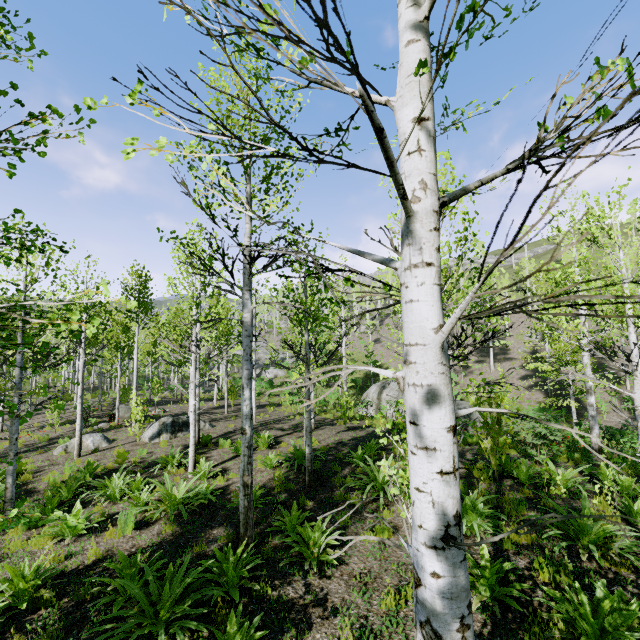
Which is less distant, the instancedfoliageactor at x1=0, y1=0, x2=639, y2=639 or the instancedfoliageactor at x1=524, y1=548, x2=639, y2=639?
the instancedfoliageactor at x1=0, y1=0, x2=639, y2=639

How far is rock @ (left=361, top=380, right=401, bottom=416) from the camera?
24.5m

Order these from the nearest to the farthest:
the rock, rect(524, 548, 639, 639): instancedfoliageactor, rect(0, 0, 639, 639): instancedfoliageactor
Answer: rect(0, 0, 639, 639): instancedfoliageactor
rect(524, 548, 639, 639): instancedfoliageactor
the rock

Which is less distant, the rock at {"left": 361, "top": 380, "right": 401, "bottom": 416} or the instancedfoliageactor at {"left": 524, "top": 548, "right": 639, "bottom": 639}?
the instancedfoliageactor at {"left": 524, "top": 548, "right": 639, "bottom": 639}

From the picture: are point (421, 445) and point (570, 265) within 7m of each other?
no

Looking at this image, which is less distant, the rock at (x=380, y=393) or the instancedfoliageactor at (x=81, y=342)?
the instancedfoliageactor at (x=81, y=342)

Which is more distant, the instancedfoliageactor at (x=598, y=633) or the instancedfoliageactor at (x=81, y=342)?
the instancedfoliageactor at (x=598, y=633)
